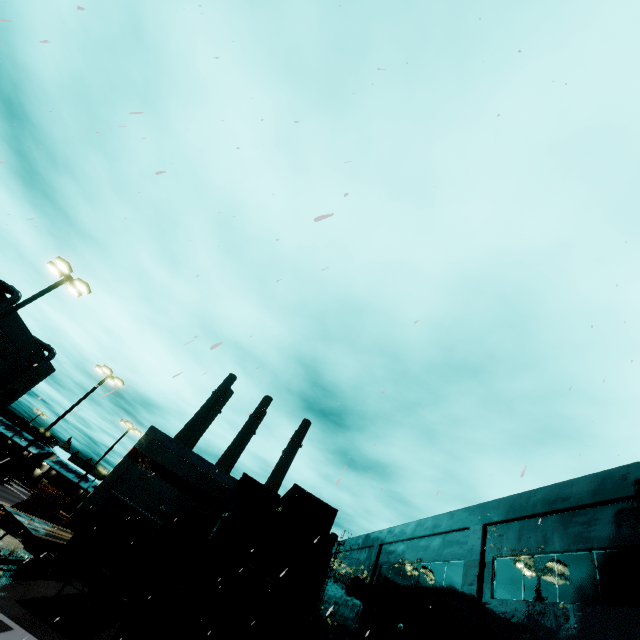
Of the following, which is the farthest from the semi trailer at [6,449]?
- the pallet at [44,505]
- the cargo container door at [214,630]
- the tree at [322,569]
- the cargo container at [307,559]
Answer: the tree at [322,569]

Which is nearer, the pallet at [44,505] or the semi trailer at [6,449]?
the pallet at [44,505]

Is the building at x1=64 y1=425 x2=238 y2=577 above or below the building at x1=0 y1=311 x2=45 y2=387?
below

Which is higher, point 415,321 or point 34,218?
point 415,321

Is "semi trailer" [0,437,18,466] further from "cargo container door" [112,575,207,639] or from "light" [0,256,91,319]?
"light" [0,256,91,319]

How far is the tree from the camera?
29.8m

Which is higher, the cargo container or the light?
the light

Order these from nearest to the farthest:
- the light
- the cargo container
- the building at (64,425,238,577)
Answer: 1. the cargo container
2. the light
3. the building at (64,425,238,577)
